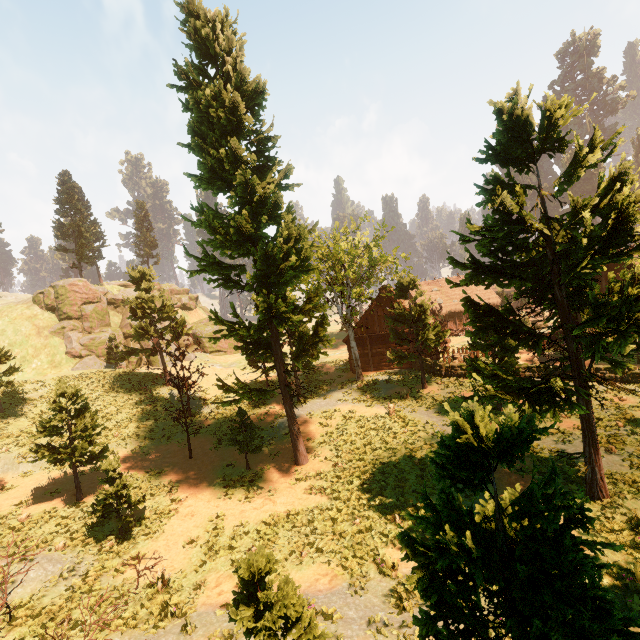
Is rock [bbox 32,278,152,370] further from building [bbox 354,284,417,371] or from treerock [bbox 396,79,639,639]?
building [bbox 354,284,417,371]

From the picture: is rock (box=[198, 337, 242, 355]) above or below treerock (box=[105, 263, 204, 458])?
below

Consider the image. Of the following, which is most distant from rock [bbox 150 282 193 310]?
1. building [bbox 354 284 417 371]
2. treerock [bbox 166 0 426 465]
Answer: building [bbox 354 284 417 371]

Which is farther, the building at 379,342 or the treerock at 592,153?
the building at 379,342

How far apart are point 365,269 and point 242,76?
19.0m

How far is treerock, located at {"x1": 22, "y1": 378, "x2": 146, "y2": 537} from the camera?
13.69m

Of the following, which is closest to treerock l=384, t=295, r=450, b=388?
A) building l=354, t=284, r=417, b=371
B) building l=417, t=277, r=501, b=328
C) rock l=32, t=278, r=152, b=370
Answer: building l=417, t=277, r=501, b=328

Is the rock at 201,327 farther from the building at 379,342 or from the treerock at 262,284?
the building at 379,342
